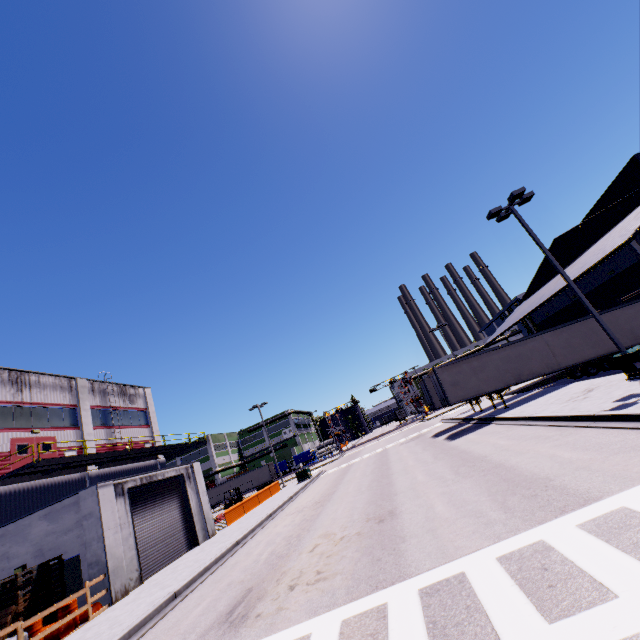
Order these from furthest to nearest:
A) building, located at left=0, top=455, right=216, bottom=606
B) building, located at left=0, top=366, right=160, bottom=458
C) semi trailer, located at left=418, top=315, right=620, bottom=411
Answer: semi trailer, located at left=418, top=315, right=620, bottom=411
building, located at left=0, top=366, right=160, bottom=458
building, located at left=0, top=455, right=216, bottom=606

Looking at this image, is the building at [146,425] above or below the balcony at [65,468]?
above

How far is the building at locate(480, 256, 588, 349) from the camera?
24.64m

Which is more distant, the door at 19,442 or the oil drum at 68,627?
the door at 19,442

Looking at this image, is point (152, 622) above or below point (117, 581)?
below

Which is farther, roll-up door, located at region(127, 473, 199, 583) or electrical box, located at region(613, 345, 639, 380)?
roll-up door, located at region(127, 473, 199, 583)

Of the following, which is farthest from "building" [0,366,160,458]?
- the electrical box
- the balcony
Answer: the electrical box

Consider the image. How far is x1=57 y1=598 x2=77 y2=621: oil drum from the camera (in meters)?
12.07
